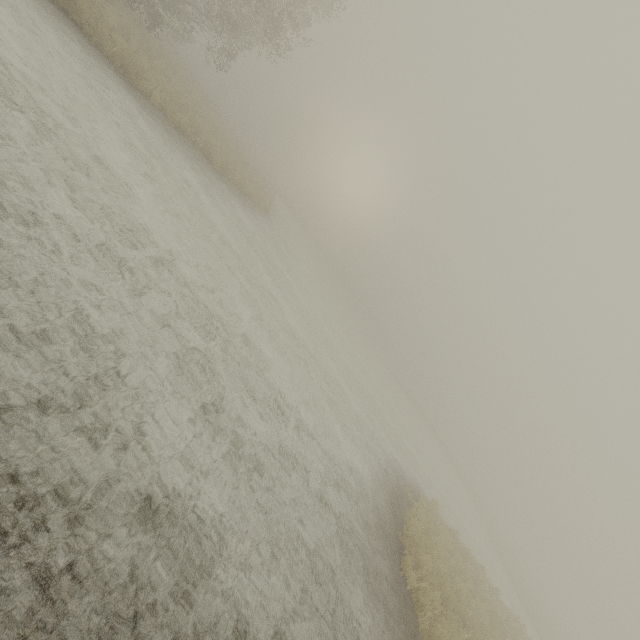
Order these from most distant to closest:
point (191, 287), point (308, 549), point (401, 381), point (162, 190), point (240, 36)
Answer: point (401, 381) → point (240, 36) → point (162, 190) → point (191, 287) → point (308, 549)
